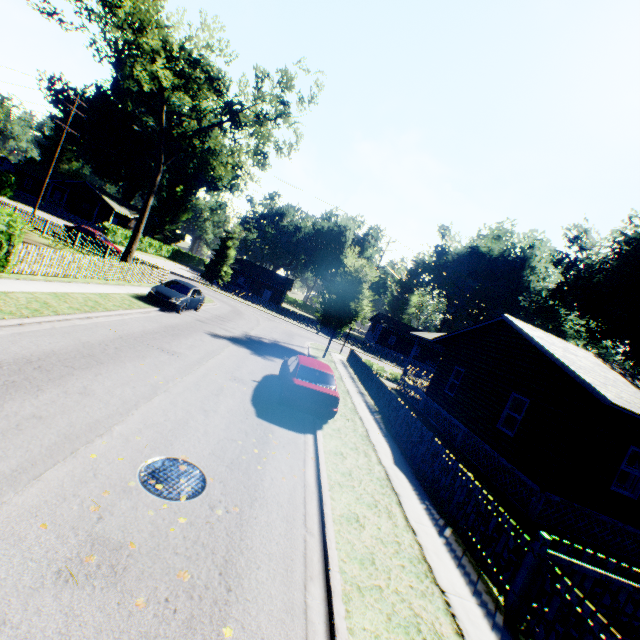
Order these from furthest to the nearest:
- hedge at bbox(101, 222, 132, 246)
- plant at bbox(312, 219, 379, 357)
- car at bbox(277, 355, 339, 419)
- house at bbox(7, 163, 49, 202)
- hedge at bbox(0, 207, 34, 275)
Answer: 1. house at bbox(7, 163, 49, 202)
2. hedge at bbox(101, 222, 132, 246)
3. plant at bbox(312, 219, 379, 357)
4. hedge at bbox(0, 207, 34, 275)
5. car at bbox(277, 355, 339, 419)

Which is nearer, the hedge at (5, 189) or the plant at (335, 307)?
the plant at (335, 307)

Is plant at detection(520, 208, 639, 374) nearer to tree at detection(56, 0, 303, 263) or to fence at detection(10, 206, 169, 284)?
fence at detection(10, 206, 169, 284)

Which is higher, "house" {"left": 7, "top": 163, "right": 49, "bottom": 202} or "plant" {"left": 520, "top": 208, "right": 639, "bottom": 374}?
"plant" {"left": 520, "top": 208, "right": 639, "bottom": 374}

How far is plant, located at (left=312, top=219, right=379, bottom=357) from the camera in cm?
2241

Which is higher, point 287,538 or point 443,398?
point 443,398

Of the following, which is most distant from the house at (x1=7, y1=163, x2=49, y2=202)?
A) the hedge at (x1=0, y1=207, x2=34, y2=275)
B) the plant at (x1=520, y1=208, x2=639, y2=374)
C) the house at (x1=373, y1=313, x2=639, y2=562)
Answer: the plant at (x1=520, y1=208, x2=639, y2=374)

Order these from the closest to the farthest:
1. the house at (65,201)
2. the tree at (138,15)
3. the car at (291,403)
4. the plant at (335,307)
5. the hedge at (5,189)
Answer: the car at (291,403) < the tree at (138,15) < the plant at (335,307) < the hedge at (5,189) < the house at (65,201)
